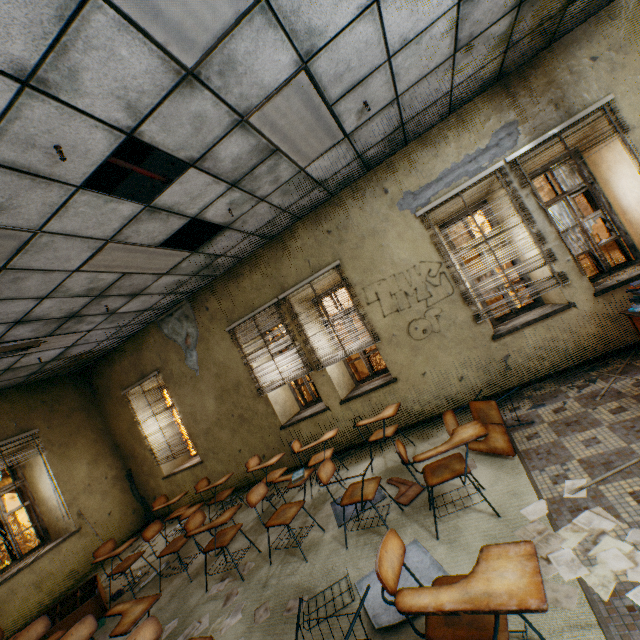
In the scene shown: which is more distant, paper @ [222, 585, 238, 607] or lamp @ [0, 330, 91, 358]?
lamp @ [0, 330, 91, 358]

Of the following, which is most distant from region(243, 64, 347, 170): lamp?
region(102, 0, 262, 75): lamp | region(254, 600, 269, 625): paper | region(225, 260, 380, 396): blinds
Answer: region(254, 600, 269, 625): paper

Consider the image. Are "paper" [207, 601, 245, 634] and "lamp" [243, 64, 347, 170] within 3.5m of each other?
no

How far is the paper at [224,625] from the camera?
2.97m

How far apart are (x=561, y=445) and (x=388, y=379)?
2.62m

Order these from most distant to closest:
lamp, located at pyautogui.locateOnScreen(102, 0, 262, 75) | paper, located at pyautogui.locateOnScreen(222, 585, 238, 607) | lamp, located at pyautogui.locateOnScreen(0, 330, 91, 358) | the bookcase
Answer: lamp, located at pyautogui.locateOnScreen(0, 330, 91, 358) → the bookcase → paper, located at pyautogui.locateOnScreen(222, 585, 238, 607) → lamp, located at pyautogui.locateOnScreen(102, 0, 262, 75)

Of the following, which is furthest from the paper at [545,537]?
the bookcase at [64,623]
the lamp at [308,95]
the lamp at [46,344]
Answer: the lamp at [46,344]

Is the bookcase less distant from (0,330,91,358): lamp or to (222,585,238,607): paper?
(222,585,238,607): paper
